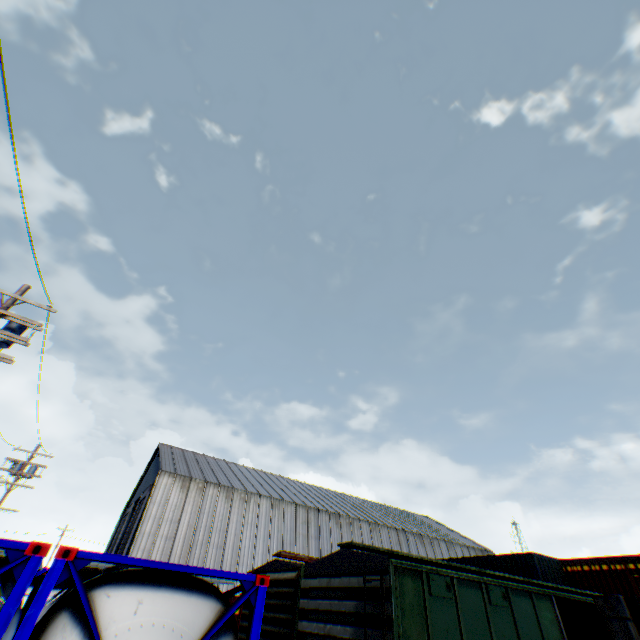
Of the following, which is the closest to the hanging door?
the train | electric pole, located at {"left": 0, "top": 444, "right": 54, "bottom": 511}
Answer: electric pole, located at {"left": 0, "top": 444, "right": 54, "bottom": 511}

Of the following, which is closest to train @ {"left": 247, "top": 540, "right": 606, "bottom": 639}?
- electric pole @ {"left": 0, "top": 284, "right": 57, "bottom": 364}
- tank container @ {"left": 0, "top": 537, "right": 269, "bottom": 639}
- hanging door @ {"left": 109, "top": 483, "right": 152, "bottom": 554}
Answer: tank container @ {"left": 0, "top": 537, "right": 269, "bottom": 639}

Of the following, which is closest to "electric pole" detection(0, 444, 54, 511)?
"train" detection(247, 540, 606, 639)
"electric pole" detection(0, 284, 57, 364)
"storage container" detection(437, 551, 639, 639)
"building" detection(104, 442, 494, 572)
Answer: "building" detection(104, 442, 494, 572)

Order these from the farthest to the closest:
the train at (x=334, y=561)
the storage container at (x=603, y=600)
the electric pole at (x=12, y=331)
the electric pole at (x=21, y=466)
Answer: the electric pole at (x=21, y=466)
the electric pole at (x=12, y=331)
the train at (x=334, y=561)
the storage container at (x=603, y=600)

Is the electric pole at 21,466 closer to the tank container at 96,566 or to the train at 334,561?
the tank container at 96,566

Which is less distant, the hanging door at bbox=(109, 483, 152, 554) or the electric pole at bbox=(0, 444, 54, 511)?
the electric pole at bbox=(0, 444, 54, 511)

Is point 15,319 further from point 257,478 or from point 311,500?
point 311,500

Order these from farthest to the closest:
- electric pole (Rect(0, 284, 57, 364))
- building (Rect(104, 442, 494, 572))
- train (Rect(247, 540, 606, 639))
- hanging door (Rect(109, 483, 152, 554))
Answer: hanging door (Rect(109, 483, 152, 554)), building (Rect(104, 442, 494, 572)), electric pole (Rect(0, 284, 57, 364)), train (Rect(247, 540, 606, 639))
